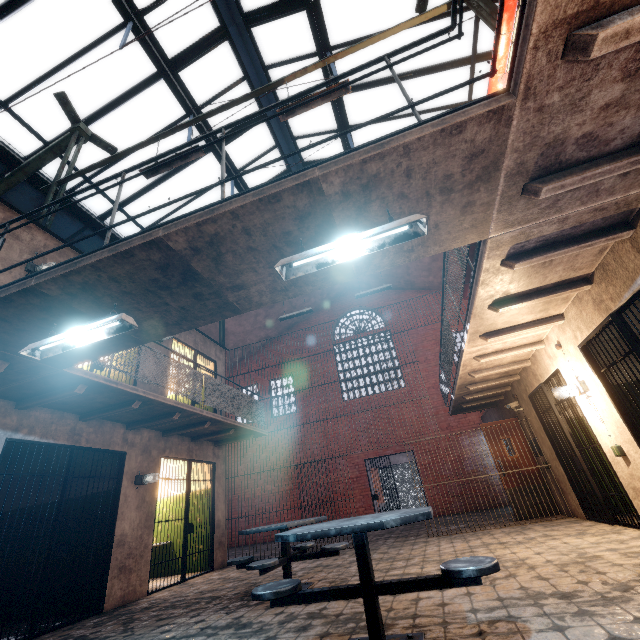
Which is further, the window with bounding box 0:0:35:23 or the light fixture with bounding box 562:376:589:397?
the window with bounding box 0:0:35:23

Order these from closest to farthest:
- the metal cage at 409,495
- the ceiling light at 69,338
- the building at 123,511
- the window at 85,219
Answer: the ceiling light at 69,338 < the building at 123,511 < the window at 85,219 < the metal cage at 409,495

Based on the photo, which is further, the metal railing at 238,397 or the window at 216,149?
the window at 216,149

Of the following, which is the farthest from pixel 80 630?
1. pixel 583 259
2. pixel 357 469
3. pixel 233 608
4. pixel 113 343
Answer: pixel 357 469

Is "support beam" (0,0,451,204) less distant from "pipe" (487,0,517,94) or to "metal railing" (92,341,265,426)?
"pipe" (487,0,517,94)

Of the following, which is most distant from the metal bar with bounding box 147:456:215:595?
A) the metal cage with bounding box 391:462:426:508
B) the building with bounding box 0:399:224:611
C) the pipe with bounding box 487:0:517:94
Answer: the metal cage with bounding box 391:462:426:508

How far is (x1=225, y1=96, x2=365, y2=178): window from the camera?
9.00m

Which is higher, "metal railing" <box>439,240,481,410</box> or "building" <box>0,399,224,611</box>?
"metal railing" <box>439,240,481,410</box>
